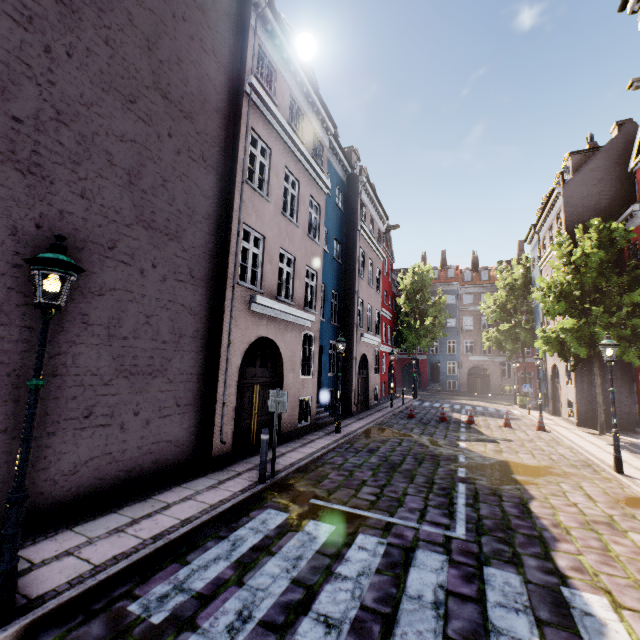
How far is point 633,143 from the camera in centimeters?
1758cm

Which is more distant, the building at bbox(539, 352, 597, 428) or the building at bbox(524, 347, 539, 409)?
the building at bbox(524, 347, 539, 409)

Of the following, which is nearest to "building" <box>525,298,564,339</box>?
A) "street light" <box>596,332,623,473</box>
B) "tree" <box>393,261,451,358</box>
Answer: "street light" <box>596,332,623,473</box>

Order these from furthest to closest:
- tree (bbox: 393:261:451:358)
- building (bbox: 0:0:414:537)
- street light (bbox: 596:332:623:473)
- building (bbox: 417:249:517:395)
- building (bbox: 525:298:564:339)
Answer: building (bbox: 417:249:517:395), tree (bbox: 393:261:451:358), building (bbox: 525:298:564:339), street light (bbox: 596:332:623:473), building (bbox: 0:0:414:537)

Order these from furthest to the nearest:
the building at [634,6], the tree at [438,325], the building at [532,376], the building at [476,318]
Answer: the building at [476,318]
the tree at [438,325]
the building at [532,376]
the building at [634,6]

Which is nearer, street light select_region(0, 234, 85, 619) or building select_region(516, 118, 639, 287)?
street light select_region(0, 234, 85, 619)

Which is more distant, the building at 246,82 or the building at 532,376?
the building at 532,376

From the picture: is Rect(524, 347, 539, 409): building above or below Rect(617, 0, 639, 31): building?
below
